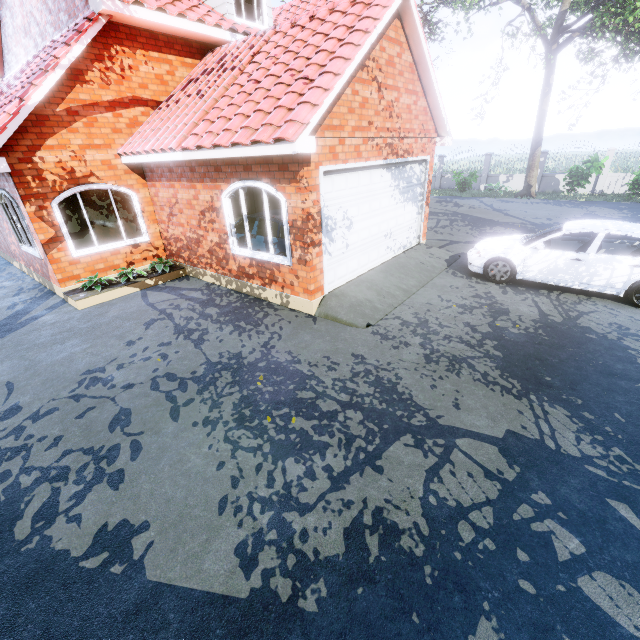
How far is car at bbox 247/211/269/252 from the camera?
8.0 meters

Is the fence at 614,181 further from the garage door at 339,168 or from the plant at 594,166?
the garage door at 339,168

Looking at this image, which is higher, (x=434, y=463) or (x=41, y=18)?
(x=41, y=18)

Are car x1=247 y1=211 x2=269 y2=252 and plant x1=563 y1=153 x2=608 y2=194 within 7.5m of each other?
no

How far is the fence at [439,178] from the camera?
24.2 meters

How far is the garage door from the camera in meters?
6.1 m

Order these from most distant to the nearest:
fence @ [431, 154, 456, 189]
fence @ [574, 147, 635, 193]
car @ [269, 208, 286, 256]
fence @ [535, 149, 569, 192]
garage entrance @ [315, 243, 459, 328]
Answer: fence @ [431, 154, 456, 189]
fence @ [535, 149, 569, 192]
fence @ [574, 147, 635, 193]
car @ [269, 208, 286, 256]
garage entrance @ [315, 243, 459, 328]

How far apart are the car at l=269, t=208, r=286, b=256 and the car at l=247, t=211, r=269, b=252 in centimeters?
34cm
